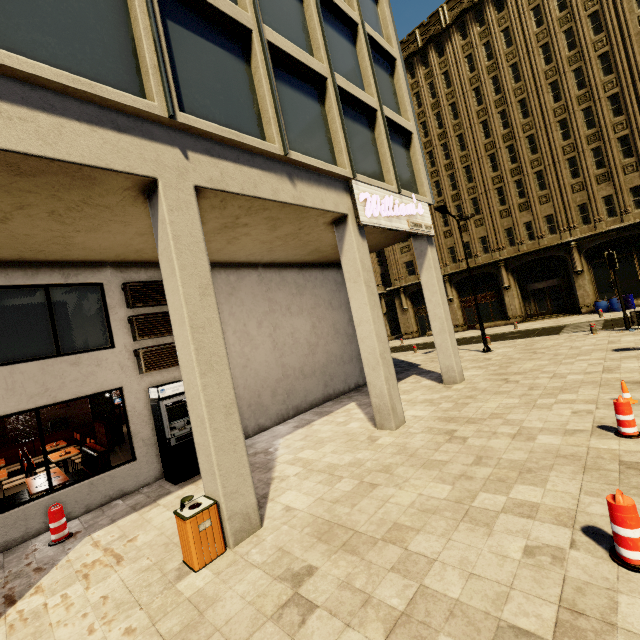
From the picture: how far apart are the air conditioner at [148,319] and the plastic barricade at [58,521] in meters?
3.8 m

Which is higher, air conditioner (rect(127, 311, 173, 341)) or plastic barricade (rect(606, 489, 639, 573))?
air conditioner (rect(127, 311, 173, 341))

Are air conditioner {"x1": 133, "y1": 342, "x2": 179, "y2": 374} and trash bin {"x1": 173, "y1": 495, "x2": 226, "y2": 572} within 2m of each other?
no

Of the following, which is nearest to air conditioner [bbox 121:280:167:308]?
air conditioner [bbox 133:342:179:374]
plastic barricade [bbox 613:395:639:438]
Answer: air conditioner [bbox 133:342:179:374]

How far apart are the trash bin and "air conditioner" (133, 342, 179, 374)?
4.4m

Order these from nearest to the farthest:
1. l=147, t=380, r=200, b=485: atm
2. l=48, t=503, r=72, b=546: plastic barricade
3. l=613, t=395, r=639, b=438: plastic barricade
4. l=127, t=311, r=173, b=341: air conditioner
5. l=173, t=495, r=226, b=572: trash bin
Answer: l=173, t=495, r=226, b=572: trash bin → l=613, t=395, r=639, b=438: plastic barricade → l=48, t=503, r=72, b=546: plastic barricade → l=147, t=380, r=200, b=485: atm → l=127, t=311, r=173, b=341: air conditioner

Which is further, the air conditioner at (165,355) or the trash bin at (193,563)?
the air conditioner at (165,355)

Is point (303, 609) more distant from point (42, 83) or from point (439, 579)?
point (42, 83)
